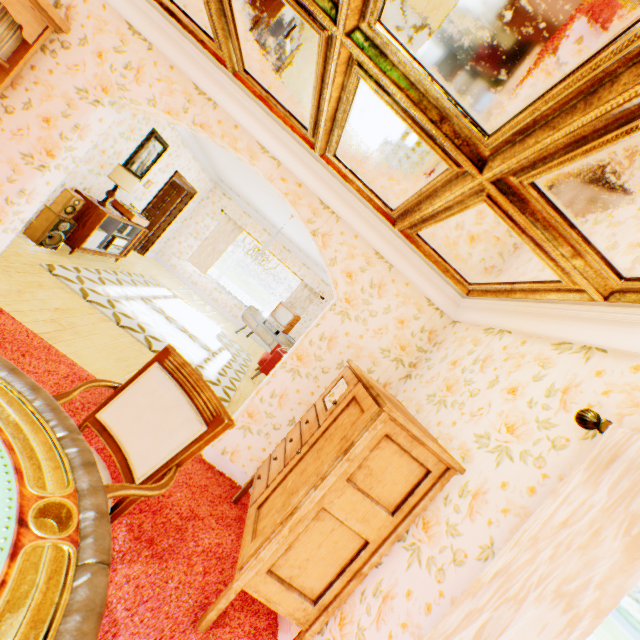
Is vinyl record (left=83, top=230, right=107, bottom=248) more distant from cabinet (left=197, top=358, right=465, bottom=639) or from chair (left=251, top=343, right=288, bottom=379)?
cabinet (left=197, top=358, right=465, bottom=639)

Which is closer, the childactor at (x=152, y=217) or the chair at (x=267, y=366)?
the chair at (x=267, y=366)

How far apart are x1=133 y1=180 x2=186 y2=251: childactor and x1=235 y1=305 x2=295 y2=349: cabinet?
3.4m

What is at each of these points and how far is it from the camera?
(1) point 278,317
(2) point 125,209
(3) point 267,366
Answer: (1) tv, 9.2m
(2) turntable, 6.3m
(3) chair, 6.9m

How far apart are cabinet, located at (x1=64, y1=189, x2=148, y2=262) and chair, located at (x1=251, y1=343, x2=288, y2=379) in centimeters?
367cm

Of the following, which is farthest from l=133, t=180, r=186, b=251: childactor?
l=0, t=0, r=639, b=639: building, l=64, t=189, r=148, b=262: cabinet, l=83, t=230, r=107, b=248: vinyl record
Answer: l=83, t=230, r=107, b=248: vinyl record

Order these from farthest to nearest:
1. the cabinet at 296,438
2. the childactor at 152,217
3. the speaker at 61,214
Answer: the childactor at 152,217 → the speaker at 61,214 → the cabinet at 296,438

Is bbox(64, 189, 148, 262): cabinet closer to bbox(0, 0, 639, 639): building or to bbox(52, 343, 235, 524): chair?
bbox(0, 0, 639, 639): building
